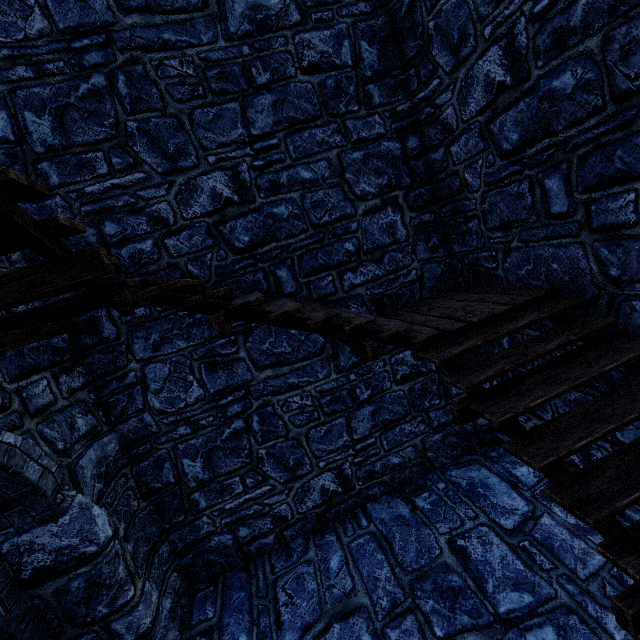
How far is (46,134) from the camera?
4.1 meters
